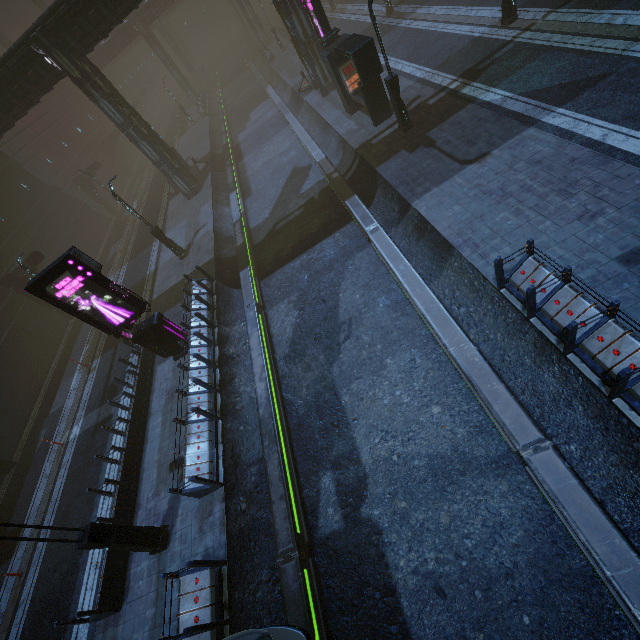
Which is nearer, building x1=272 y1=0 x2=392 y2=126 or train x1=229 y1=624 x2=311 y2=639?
train x1=229 y1=624 x2=311 y2=639

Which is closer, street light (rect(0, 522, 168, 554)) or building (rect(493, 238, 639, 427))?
building (rect(493, 238, 639, 427))

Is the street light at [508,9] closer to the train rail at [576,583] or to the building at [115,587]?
the building at [115,587]

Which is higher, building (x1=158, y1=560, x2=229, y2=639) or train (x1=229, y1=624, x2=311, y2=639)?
train (x1=229, y1=624, x2=311, y2=639)

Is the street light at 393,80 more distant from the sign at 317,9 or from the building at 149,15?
the sign at 317,9

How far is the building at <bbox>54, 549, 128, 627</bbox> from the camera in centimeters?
891cm

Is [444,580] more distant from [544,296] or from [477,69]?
[477,69]
